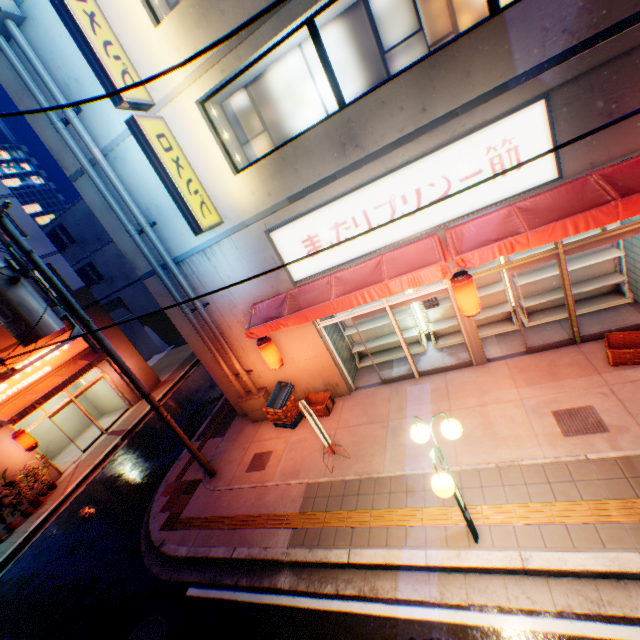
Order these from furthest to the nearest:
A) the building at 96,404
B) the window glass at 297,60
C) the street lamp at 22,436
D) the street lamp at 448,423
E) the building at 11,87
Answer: the building at 96,404
the street lamp at 22,436
the building at 11,87
the window glass at 297,60
the street lamp at 448,423

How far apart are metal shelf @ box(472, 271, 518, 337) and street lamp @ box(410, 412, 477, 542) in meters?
5.0 m

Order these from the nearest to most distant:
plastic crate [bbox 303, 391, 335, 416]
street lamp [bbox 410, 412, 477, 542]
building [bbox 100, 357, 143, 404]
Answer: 1. street lamp [bbox 410, 412, 477, 542]
2. plastic crate [bbox 303, 391, 335, 416]
3. building [bbox 100, 357, 143, 404]

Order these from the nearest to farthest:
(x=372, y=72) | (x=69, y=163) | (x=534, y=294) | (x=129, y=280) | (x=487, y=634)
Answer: (x=487, y=634)
(x=372, y=72)
(x=69, y=163)
(x=534, y=294)
(x=129, y=280)

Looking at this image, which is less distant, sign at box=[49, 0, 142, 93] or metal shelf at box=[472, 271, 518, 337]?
sign at box=[49, 0, 142, 93]

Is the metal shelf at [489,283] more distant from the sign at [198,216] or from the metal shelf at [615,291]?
the sign at [198,216]

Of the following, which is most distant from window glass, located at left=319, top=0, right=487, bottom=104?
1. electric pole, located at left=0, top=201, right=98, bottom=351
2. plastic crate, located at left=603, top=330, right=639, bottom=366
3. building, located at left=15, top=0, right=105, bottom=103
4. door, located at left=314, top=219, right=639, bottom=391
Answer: plastic crate, located at left=603, top=330, right=639, bottom=366

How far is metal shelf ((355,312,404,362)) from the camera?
10.2m
